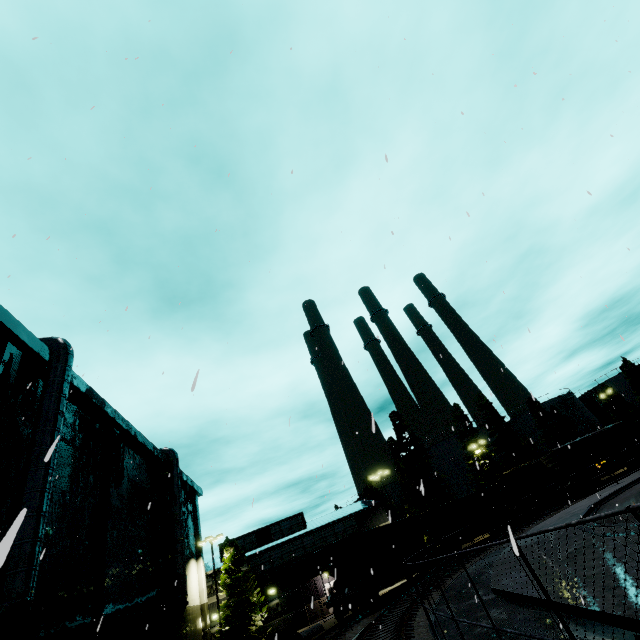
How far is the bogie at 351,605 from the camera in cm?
2089

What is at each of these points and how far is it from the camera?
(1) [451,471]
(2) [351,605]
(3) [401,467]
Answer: (1) silo, 50.5 meters
(2) bogie, 21.3 meters
(3) tree, 50.1 meters

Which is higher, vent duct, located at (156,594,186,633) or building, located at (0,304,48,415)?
building, located at (0,304,48,415)

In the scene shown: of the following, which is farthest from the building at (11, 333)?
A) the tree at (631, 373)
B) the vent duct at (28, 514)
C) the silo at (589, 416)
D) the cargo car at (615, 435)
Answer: the silo at (589, 416)

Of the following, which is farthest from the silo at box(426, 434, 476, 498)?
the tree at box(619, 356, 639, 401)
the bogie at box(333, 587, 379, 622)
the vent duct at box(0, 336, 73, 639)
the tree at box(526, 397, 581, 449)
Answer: the vent duct at box(0, 336, 73, 639)

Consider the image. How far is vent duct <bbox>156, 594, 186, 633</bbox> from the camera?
21.91m

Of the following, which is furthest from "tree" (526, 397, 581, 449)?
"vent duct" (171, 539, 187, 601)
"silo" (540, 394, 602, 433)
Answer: "vent duct" (171, 539, 187, 601)

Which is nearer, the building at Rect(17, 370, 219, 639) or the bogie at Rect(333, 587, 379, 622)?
the building at Rect(17, 370, 219, 639)
